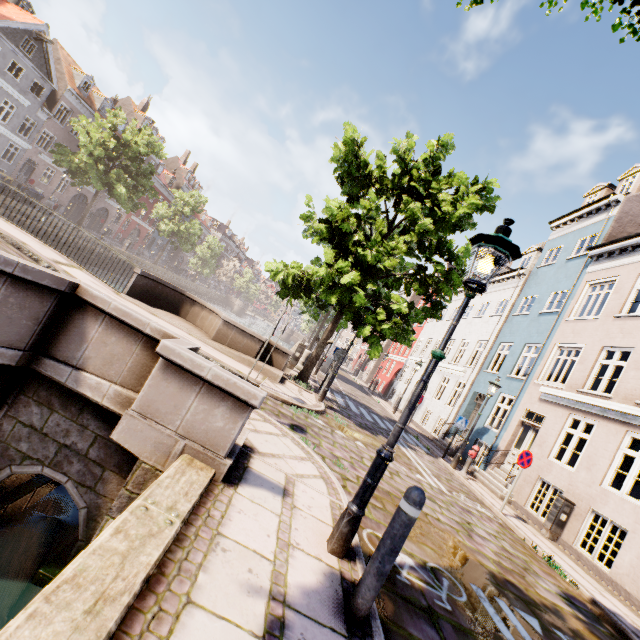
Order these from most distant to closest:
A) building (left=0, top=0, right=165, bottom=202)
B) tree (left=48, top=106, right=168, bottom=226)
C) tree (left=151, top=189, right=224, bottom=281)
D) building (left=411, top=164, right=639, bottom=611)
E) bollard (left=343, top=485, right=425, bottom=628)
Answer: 1. tree (left=151, top=189, right=224, bottom=281)
2. building (left=0, top=0, right=165, bottom=202)
3. tree (left=48, top=106, right=168, bottom=226)
4. building (left=411, top=164, right=639, bottom=611)
5. bollard (left=343, top=485, right=425, bottom=628)

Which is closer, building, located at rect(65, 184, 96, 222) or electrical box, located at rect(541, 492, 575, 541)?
electrical box, located at rect(541, 492, 575, 541)

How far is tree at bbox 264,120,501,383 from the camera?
10.2 meters

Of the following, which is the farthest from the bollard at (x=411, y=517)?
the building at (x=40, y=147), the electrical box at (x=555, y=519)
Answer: the building at (x=40, y=147)

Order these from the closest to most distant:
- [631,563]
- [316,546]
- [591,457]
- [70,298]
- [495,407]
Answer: [316,546] → [70,298] → [631,563] → [591,457] → [495,407]

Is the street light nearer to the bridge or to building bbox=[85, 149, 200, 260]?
the bridge

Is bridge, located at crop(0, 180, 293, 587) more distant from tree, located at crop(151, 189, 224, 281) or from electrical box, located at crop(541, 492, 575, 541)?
electrical box, located at crop(541, 492, 575, 541)

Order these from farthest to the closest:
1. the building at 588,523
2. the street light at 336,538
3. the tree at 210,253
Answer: the tree at 210,253, the building at 588,523, the street light at 336,538
